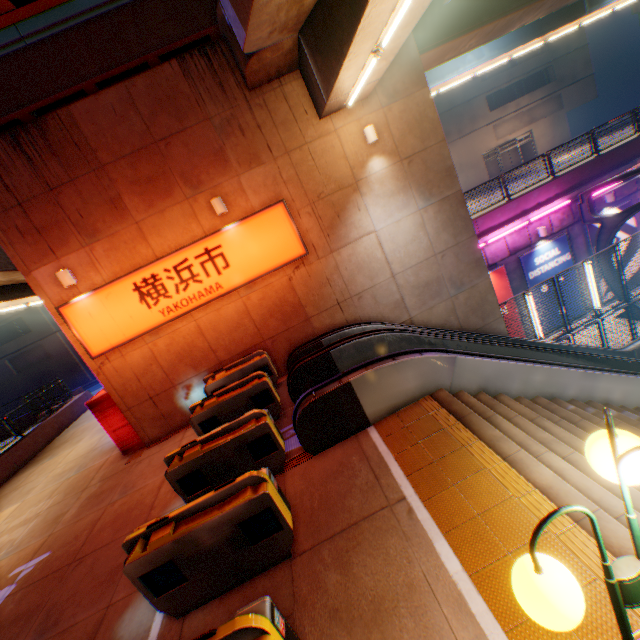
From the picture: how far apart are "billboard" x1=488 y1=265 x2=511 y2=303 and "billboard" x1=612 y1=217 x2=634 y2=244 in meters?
4.5

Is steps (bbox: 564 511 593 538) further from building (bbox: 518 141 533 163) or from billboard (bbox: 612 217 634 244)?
building (bbox: 518 141 533 163)

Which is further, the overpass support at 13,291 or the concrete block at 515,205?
the concrete block at 515,205

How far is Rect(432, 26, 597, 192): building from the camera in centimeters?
3375cm

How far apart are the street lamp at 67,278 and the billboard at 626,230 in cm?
2068

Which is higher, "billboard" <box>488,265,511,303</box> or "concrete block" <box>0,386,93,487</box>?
"concrete block" <box>0,386,93,487</box>

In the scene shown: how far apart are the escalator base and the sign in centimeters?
303cm

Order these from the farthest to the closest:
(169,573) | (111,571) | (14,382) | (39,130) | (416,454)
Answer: (14,382) → (39,130) → (111,571) → (416,454) → (169,573)
